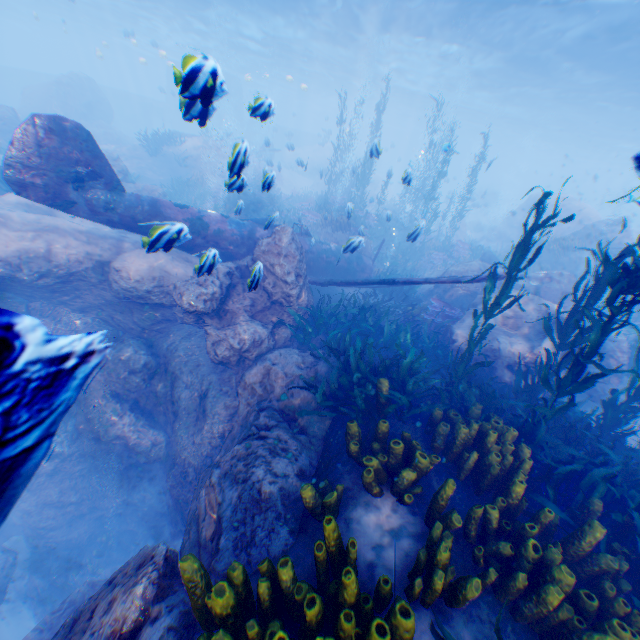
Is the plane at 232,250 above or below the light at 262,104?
below

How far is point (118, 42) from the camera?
49.0 meters

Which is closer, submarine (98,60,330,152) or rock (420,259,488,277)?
submarine (98,60,330,152)

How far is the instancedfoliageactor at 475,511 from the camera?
3.4m

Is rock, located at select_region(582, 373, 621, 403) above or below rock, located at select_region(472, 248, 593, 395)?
below

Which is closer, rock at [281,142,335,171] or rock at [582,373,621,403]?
rock at [582,373,621,403]

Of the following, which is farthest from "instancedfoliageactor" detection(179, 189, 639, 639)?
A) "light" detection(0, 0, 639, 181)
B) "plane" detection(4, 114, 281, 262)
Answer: "light" detection(0, 0, 639, 181)

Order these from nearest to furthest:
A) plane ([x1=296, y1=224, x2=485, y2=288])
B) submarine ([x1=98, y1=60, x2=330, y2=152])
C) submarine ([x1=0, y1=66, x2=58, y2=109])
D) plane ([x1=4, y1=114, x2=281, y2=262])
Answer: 1. submarine ([x1=98, y1=60, x2=330, y2=152])
2. plane ([x1=4, y1=114, x2=281, y2=262])
3. plane ([x1=296, y1=224, x2=485, y2=288])
4. submarine ([x1=0, y1=66, x2=58, y2=109])
